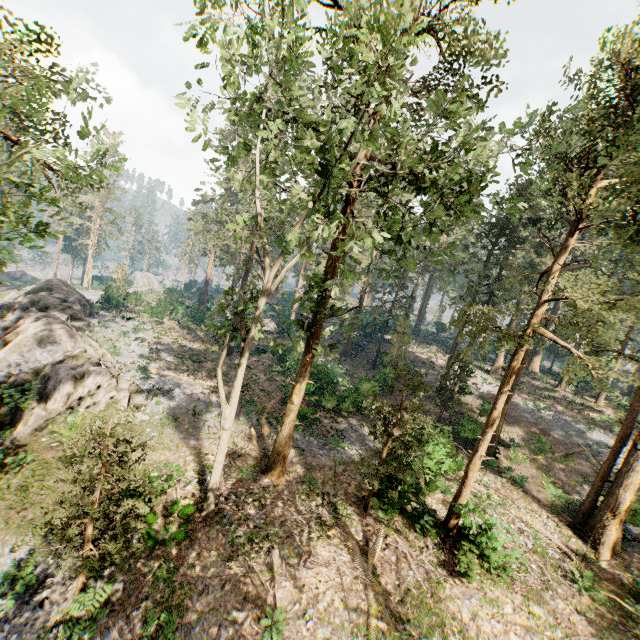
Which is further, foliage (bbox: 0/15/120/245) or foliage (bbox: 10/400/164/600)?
foliage (bbox: 10/400/164/600)

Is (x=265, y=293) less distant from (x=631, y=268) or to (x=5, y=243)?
(x=631, y=268)

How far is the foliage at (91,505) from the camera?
8.77m

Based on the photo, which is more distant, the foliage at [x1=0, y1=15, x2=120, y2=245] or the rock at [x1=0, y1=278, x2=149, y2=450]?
the rock at [x1=0, y1=278, x2=149, y2=450]

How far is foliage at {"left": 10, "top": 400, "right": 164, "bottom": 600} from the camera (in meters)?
8.77

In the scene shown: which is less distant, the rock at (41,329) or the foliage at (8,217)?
the foliage at (8,217)

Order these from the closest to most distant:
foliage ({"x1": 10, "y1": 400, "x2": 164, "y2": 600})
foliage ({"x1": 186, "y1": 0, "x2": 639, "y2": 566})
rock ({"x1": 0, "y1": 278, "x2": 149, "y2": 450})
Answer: foliage ({"x1": 186, "y1": 0, "x2": 639, "y2": 566}) < foliage ({"x1": 10, "y1": 400, "x2": 164, "y2": 600}) < rock ({"x1": 0, "y1": 278, "x2": 149, "y2": 450})
